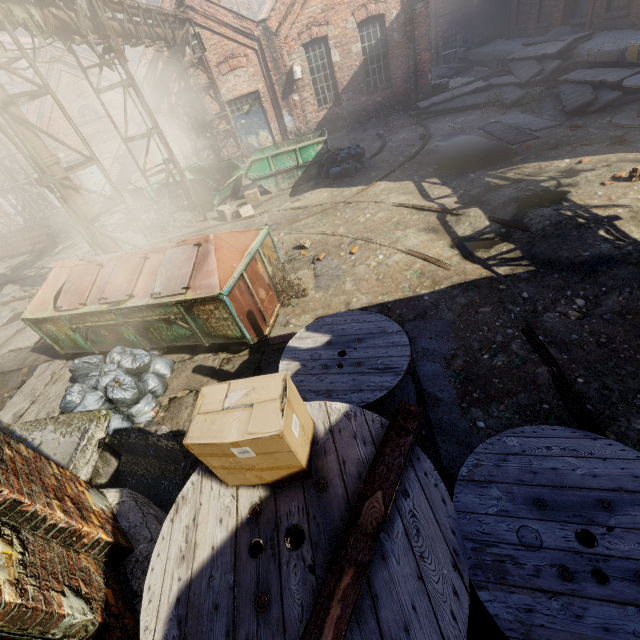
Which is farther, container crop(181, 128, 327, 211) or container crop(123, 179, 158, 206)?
container crop(123, 179, 158, 206)

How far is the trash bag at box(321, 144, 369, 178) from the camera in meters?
11.4

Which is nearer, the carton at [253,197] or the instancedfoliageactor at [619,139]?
the instancedfoliageactor at [619,139]

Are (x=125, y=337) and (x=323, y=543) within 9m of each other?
yes

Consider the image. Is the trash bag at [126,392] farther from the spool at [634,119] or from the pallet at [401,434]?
the spool at [634,119]

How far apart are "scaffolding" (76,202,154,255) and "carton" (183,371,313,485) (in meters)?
7.63

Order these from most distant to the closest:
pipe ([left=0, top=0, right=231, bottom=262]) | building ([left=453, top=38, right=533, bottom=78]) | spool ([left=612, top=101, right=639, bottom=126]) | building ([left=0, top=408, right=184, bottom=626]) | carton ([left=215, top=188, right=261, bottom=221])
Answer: building ([left=453, top=38, right=533, bottom=78]), carton ([left=215, top=188, right=261, bottom=221]), spool ([left=612, top=101, right=639, bottom=126]), pipe ([left=0, top=0, right=231, bottom=262]), building ([left=0, top=408, right=184, bottom=626])

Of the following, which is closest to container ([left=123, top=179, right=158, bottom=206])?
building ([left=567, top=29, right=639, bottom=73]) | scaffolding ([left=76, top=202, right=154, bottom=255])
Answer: scaffolding ([left=76, top=202, right=154, bottom=255])
